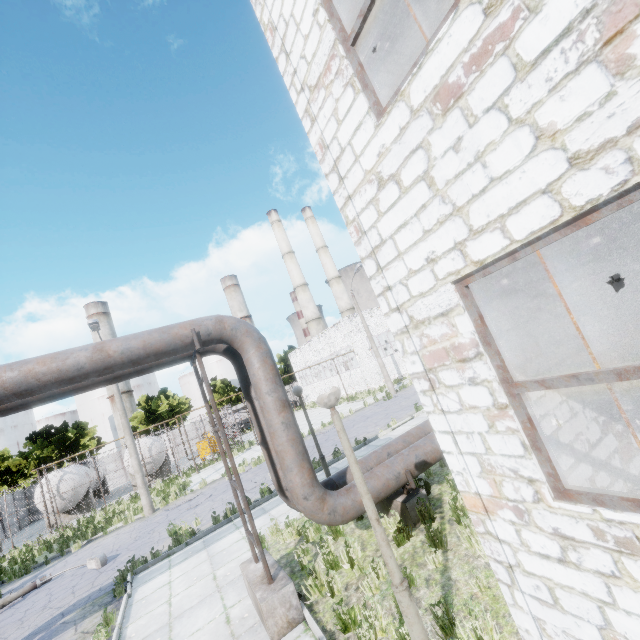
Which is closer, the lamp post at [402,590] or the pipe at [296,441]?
the lamp post at [402,590]

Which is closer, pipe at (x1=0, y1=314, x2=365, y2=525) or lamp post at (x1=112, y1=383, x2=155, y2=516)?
pipe at (x1=0, y1=314, x2=365, y2=525)

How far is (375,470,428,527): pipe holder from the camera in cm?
650

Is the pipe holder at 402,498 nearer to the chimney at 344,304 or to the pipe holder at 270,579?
the pipe holder at 270,579

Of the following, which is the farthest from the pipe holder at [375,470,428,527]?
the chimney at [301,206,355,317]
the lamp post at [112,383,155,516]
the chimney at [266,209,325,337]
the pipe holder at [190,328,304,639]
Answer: the chimney at [301,206,355,317]

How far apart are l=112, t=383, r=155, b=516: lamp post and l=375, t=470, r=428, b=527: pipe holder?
14.3m

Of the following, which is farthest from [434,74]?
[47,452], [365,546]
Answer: [47,452]

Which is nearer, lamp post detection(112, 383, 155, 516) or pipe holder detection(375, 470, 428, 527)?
pipe holder detection(375, 470, 428, 527)
